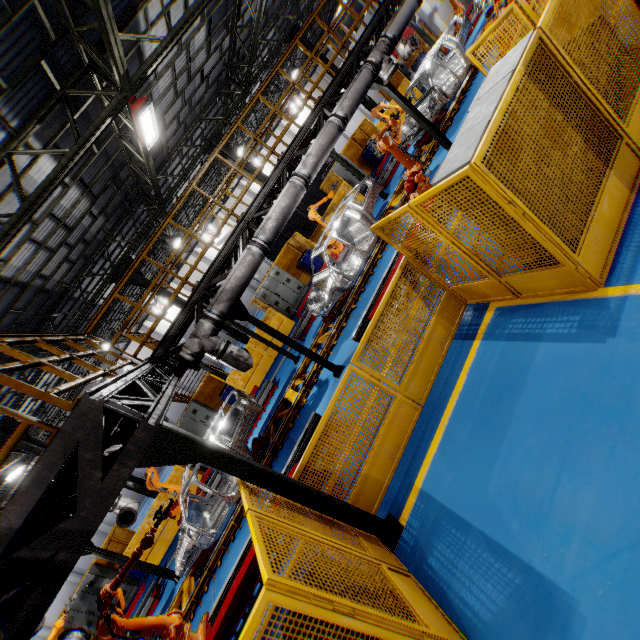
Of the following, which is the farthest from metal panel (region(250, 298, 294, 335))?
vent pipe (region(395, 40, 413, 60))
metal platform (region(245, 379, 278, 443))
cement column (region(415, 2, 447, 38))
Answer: vent pipe (region(395, 40, 413, 60))

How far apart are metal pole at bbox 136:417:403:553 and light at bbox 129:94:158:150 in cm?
804

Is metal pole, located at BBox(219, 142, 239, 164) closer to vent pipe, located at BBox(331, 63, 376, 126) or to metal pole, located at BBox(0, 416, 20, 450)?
vent pipe, located at BBox(331, 63, 376, 126)

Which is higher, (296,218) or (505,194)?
(296,218)

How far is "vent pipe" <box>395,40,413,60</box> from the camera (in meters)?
14.70

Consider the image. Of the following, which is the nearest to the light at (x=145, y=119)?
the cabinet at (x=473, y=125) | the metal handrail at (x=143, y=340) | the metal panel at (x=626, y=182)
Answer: the metal handrail at (x=143, y=340)

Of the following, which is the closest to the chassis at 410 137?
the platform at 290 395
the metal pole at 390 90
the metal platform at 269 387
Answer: the platform at 290 395

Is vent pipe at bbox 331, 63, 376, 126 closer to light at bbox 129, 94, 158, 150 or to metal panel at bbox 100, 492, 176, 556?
metal panel at bbox 100, 492, 176, 556
